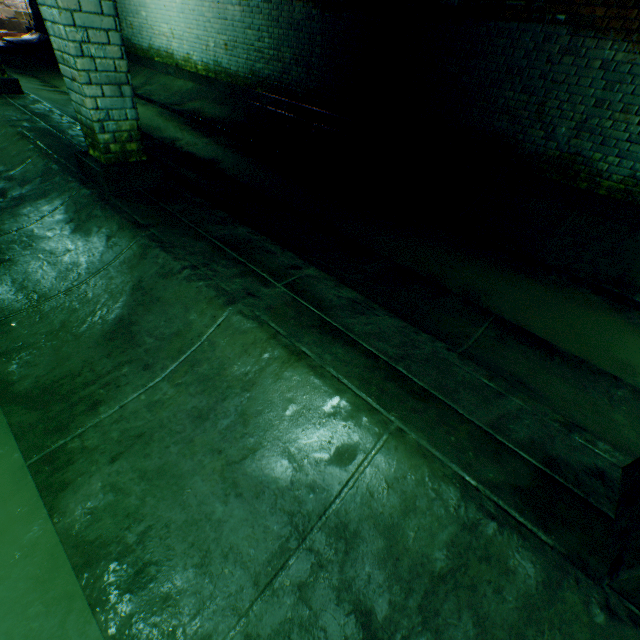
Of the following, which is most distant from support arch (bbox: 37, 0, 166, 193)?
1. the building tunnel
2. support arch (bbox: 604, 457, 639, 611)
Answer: support arch (bbox: 604, 457, 639, 611)

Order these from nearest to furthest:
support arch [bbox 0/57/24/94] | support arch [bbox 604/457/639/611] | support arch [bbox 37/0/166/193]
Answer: support arch [bbox 604/457/639/611], support arch [bbox 37/0/166/193], support arch [bbox 0/57/24/94]

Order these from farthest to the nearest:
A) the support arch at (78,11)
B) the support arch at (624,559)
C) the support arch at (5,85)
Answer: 1. the support arch at (5,85)
2. the support arch at (78,11)
3. the support arch at (624,559)

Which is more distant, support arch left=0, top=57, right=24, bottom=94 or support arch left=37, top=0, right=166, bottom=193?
support arch left=0, top=57, right=24, bottom=94

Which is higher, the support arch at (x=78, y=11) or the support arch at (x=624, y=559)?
the support arch at (x=78, y=11)

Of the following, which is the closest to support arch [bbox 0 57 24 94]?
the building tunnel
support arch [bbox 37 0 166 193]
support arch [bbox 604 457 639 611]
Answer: the building tunnel

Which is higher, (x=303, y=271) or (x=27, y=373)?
(x=303, y=271)
